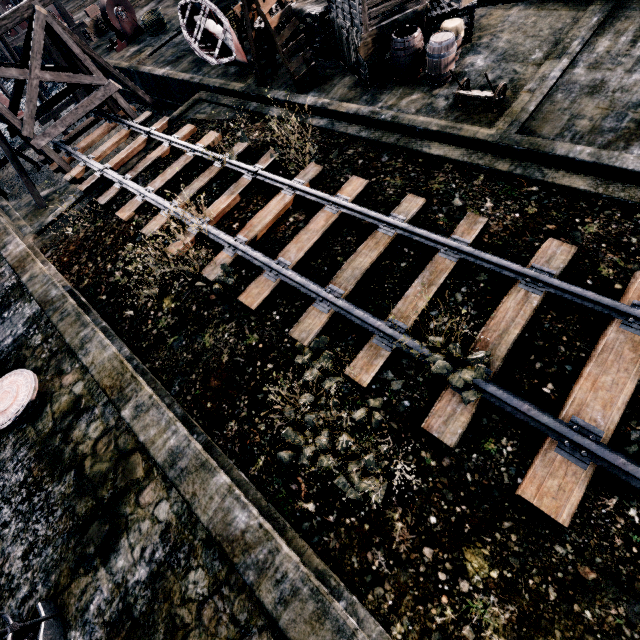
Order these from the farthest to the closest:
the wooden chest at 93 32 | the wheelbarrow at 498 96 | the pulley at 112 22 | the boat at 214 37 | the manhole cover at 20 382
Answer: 1. the wooden chest at 93 32
2. the pulley at 112 22
3. the boat at 214 37
4. the wheelbarrow at 498 96
5. the manhole cover at 20 382

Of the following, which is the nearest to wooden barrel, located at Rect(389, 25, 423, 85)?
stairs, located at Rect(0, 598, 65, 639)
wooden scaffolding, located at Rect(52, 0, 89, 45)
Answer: stairs, located at Rect(0, 598, 65, 639)

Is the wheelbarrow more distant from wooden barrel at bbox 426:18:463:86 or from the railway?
the railway

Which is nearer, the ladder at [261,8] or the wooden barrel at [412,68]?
the wooden barrel at [412,68]

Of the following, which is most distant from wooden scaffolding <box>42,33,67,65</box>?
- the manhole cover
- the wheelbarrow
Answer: the wheelbarrow

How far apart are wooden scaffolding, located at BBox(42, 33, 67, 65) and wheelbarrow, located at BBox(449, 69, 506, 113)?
25.4 meters

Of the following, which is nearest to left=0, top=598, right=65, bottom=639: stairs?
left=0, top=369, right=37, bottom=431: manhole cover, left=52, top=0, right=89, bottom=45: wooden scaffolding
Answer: left=0, top=369, right=37, bottom=431: manhole cover

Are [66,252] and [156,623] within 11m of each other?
no
